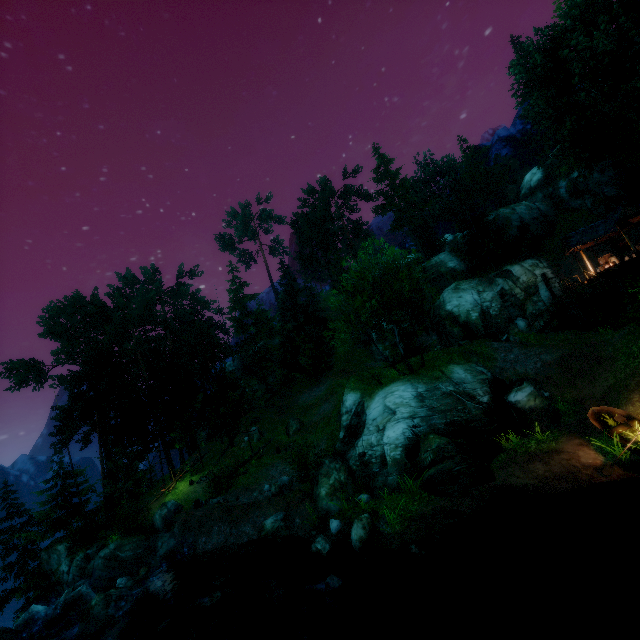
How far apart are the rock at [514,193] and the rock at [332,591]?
64.1 meters

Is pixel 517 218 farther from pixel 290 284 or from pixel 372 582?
pixel 372 582

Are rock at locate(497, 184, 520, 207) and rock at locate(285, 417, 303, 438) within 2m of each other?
no

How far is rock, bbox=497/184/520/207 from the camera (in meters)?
57.25

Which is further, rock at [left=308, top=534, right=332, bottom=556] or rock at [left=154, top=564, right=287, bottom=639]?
rock at [left=308, top=534, right=332, bottom=556]

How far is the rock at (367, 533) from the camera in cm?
1257

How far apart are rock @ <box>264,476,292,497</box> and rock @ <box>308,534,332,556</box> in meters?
7.0 m

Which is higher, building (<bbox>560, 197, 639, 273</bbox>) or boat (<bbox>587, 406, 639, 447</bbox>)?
building (<bbox>560, 197, 639, 273</bbox>)
